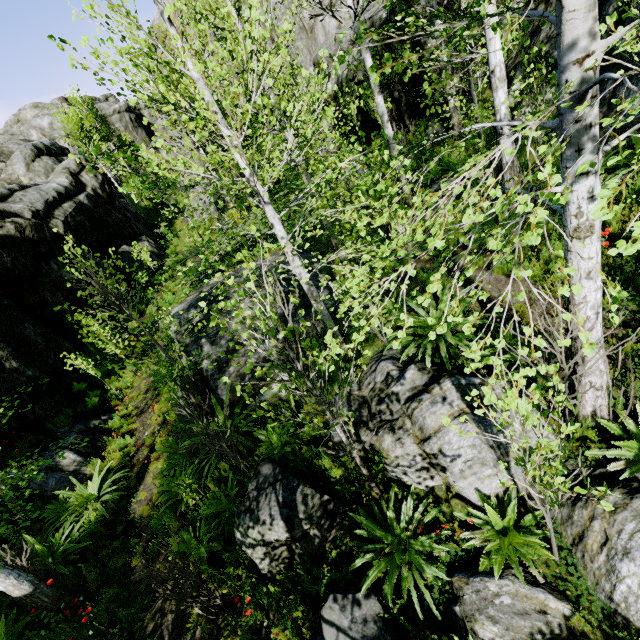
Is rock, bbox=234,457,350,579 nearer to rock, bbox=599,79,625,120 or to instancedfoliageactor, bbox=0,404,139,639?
rock, bbox=599,79,625,120

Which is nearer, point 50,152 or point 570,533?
point 570,533

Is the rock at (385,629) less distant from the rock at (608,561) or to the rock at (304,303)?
the rock at (608,561)

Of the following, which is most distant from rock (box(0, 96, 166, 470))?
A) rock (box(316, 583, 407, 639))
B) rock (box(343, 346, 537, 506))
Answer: rock (box(316, 583, 407, 639))

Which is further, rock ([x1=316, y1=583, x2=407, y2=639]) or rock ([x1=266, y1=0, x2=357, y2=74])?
rock ([x1=266, y1=0, x2=357, y2=74])

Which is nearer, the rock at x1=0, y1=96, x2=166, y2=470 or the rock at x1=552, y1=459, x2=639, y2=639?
Result: the rock at x1=552, y1=459, x2=639, y2=639

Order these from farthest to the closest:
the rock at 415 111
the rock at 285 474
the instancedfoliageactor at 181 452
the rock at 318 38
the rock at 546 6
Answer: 1. the rock at 318 38
2. the rock at 415 111
3. the rock at 546 6
4. the rock at 285 474
5. the instancedfoliageactor at 181 452

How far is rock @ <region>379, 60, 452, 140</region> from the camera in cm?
1076
